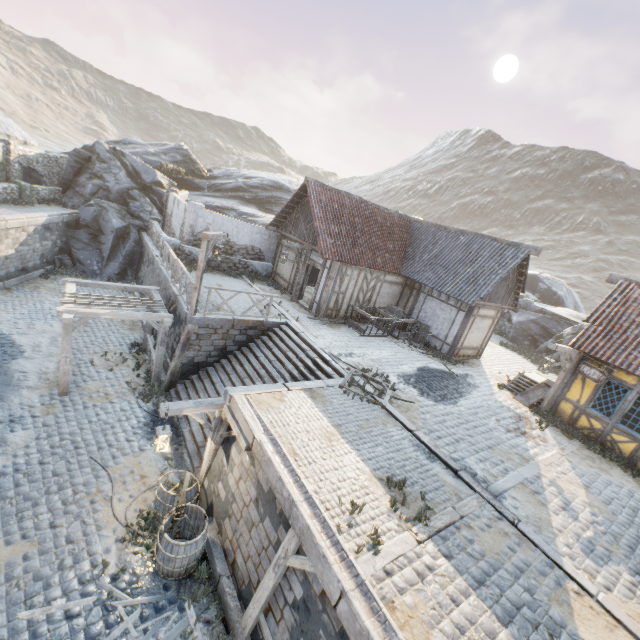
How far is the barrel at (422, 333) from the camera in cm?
1581

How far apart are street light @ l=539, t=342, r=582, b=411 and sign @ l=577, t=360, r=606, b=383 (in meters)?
0.32

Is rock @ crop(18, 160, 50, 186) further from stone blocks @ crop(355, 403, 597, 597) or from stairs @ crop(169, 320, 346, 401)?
stairs @ crop(169, 320, 346, 401)

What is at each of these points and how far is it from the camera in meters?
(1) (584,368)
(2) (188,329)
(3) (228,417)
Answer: (1) sign, 11.4
(2) wooden structure, 11.6
(3) wooden structure, 7.8

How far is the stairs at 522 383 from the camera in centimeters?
1402cm

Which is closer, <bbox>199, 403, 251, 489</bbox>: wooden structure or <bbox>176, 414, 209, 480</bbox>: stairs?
<bbox>199, 403, 251, 489</bbox>: wooden structure

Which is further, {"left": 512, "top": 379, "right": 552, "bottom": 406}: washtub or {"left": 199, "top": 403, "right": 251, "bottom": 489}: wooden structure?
{"left": 512, "top": 379, "right": 552, "bottom": 406}: washtub

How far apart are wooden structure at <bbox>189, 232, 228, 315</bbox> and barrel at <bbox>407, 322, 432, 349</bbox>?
9.6m
